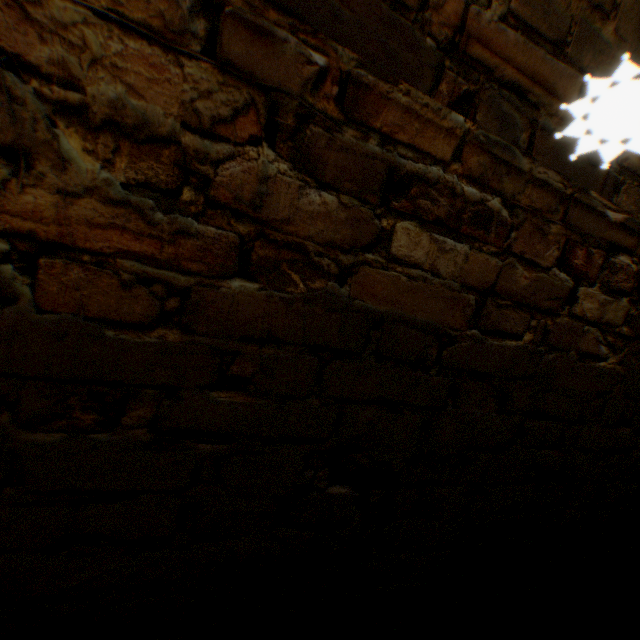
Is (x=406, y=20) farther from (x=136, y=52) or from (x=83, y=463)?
(x=83, y=463)
